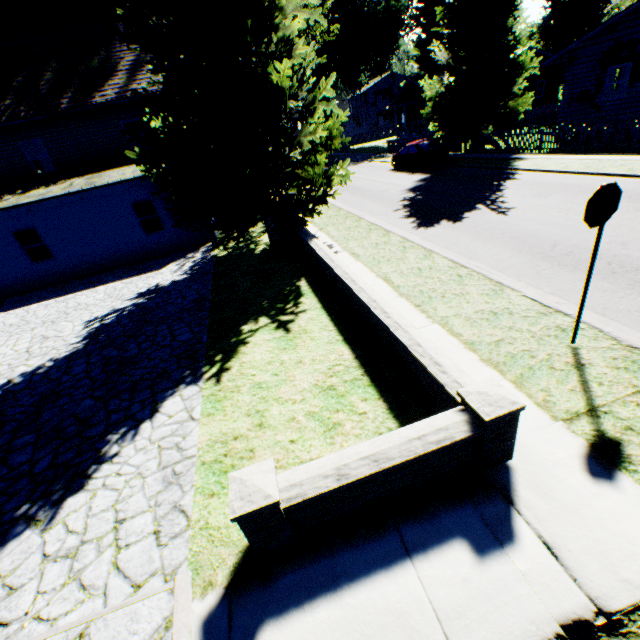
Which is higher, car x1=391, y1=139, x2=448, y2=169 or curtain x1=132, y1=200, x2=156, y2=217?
curtain x1=132, y1=200, x2=156, y2=217

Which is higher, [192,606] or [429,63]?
[429,63]

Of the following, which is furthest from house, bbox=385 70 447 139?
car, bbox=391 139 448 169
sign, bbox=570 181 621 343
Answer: sign, bbox=570 181 621 343

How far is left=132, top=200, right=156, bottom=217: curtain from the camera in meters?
14.8

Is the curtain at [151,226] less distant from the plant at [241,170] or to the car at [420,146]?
the plant at [241,170]

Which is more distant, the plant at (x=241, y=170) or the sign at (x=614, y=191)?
the plant at (x=241, y=170)

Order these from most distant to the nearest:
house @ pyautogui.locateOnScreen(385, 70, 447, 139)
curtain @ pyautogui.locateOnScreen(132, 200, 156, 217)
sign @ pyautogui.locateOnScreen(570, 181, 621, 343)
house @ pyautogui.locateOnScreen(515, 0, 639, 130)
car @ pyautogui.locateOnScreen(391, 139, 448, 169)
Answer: house @ pyautogui.locateOnScreen(385, 70, 447, 139) → car @ pyautogui.locateOnScreen(391, 139, 448, 169) → house @ pyautogui.locateOnScreen(515, 0, 639, 130) → curtain @ pyautogui.locateOnScreen(132, 200, 156, 217) → sign @ pyautogui.locateOnScreen(570, 181, 621, 343)

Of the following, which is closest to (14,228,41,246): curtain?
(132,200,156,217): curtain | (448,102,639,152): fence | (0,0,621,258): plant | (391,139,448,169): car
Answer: (132,200,156,217): curtain
